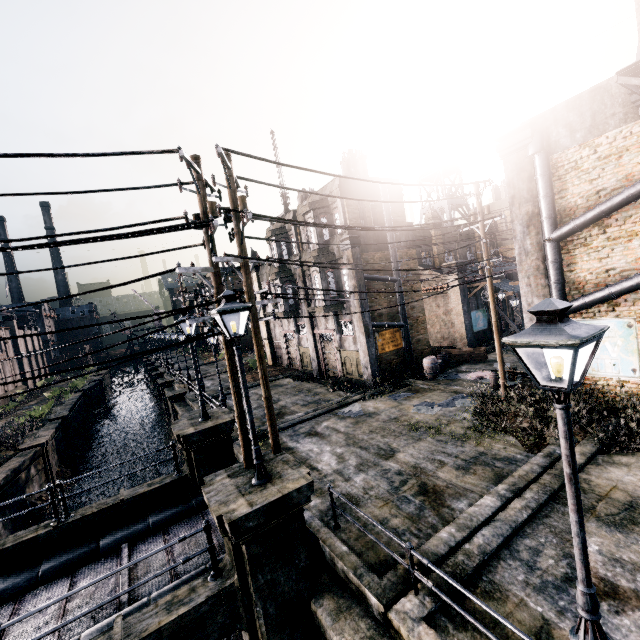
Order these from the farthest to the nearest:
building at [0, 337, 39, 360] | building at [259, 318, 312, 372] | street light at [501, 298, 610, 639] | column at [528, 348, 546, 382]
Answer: building at [0, 337, 39, 360]
building at [259, 318, 312, 372]
column at [528, 348, 546, 382]
street light at [501, 298, 610, 639]

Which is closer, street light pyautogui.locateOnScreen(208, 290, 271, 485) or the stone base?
street light pyautogui.locateOnScreen(208, 290, 271, 485)

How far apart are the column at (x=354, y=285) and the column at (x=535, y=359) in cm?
837

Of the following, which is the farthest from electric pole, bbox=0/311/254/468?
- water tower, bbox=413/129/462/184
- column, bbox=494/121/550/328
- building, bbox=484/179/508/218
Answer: building, bbox=484/179/508/218

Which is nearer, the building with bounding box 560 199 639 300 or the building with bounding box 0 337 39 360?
the building with bounding box 560 199 639 300

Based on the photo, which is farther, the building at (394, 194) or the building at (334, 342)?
the building at (394, 194)

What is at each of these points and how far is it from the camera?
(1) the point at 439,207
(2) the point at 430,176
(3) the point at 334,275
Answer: (1) water tower, 38.69m
(2) water tower, 38.59m
(3) building, 22.27m
